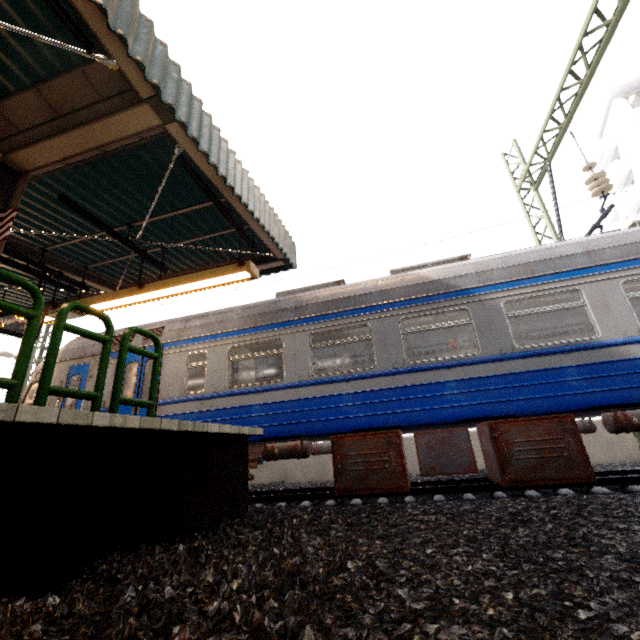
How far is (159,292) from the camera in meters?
6.6 m

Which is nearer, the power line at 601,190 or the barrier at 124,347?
the barrier at 124,347

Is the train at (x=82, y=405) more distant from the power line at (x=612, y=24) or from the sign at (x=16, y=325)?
the sign at (x=16, y=325)

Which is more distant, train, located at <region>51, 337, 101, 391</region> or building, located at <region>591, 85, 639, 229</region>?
building, located at <region>591, 85, 639, 229</region>

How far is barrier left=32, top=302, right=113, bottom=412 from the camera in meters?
2.6 m

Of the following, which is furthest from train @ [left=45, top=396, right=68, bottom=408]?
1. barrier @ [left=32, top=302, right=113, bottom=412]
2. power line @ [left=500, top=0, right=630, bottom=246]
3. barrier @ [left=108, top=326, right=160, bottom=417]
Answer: barrier @ [left=32, top=302, right=113, bottom=412]

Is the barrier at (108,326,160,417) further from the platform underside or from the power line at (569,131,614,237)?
the power line at (569,131,614,237)

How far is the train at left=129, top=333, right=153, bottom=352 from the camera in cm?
714
